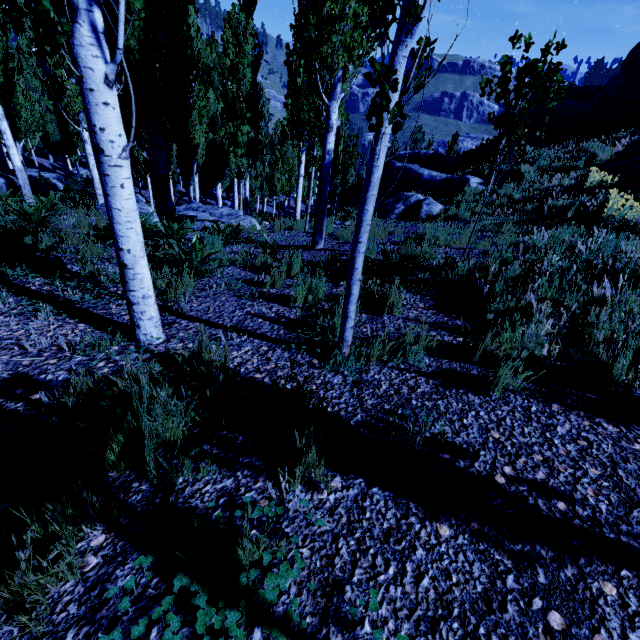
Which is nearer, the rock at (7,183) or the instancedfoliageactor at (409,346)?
the instancedfoliageactor at (409,346)

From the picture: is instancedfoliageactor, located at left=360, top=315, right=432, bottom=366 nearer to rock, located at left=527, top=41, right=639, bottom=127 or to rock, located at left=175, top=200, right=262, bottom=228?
rock, located at left=175, top=200, right=262, bottom=228

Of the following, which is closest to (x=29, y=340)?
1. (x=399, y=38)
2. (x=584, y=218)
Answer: (x=399, y=38)

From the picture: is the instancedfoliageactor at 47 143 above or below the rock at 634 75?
below

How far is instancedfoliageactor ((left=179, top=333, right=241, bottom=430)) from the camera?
1.85m

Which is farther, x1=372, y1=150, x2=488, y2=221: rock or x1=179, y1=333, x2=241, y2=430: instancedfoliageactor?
x1=372, y1=150, x2=488, y2=221: rock

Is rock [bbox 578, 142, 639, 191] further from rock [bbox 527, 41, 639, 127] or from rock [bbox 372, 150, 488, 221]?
rock [bbox 372, 150, 488, 221]

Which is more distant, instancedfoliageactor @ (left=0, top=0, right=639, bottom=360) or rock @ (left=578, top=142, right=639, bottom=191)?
rock @ (left=578, top=142, right=639, bottom=191)
